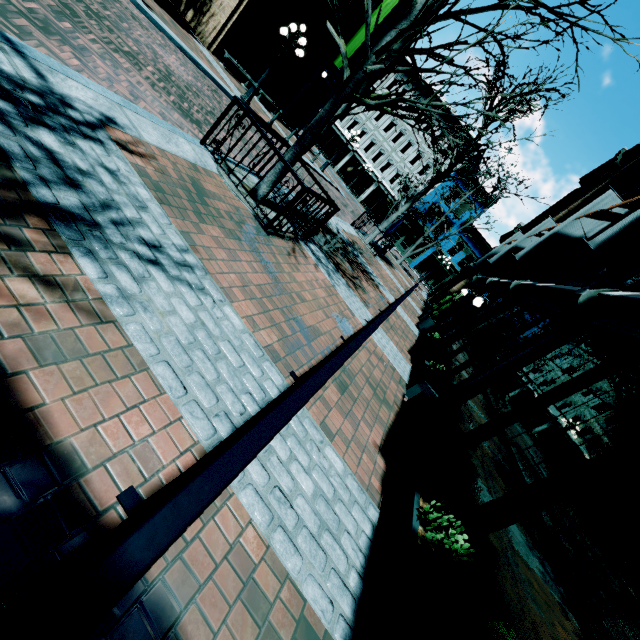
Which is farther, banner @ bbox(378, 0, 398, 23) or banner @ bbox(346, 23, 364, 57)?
banner @ bbox(346, 23, 364, 57)

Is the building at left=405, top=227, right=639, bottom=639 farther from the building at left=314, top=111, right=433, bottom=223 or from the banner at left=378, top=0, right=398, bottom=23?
the building at left=314, top=111, right=433, bottom=223

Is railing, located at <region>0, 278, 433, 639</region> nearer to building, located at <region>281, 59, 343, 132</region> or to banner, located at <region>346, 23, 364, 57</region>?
building, located at <region>281, 59, 343, 132</region>

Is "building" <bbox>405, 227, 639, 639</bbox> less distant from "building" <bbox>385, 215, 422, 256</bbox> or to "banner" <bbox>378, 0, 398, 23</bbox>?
"banner" <bbox>378, 0, 398, 23</bbox>

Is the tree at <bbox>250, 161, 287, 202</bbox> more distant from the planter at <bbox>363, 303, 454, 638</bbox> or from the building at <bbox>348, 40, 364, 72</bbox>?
the planter at <bbox>363, 303, 454, 638</bbox>

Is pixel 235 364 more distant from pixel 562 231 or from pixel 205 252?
pixel 562 231

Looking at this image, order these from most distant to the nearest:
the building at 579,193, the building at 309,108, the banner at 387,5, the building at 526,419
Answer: the building at 309,108 < the banner at 387,5 < the building at 579,193 < the building at 526,419

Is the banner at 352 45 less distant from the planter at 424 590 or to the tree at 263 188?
the tree at 263 188
